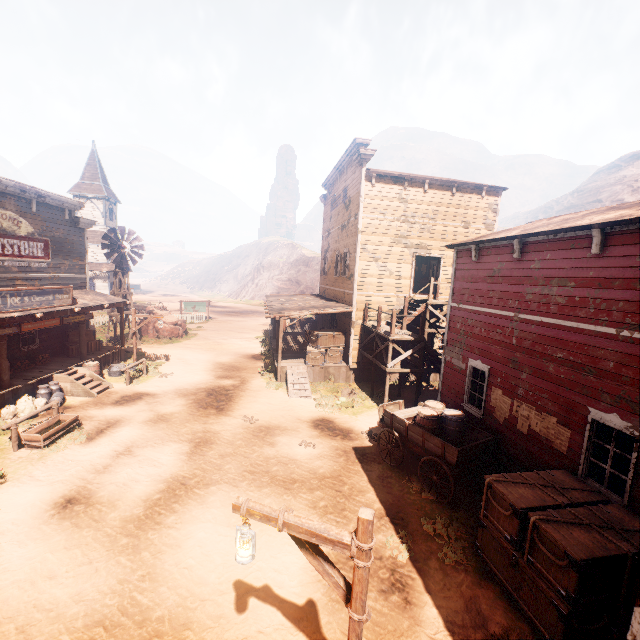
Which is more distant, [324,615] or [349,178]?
[349,178]

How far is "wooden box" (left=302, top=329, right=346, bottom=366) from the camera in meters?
17.2

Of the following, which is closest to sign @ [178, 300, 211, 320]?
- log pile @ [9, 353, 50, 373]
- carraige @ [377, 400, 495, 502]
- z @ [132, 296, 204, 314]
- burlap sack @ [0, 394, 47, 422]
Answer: z @ [132, 296, 204, 314]

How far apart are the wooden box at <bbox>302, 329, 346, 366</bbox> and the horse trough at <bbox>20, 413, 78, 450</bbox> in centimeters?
974cm

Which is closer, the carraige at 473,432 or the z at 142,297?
the carraige at 473,432

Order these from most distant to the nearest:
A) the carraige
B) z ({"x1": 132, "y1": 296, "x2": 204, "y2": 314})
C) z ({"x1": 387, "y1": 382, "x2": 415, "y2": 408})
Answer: z ({"x1": 132, "y1": 296, "x2": 204, "y2": 314}) → z ({"x1": 387, "y1": 382, "x2": 415, "y2": 408}) → the carraige

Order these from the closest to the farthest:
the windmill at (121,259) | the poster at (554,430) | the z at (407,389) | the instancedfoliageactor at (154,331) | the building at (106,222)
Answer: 1. the poster at (554,430)
2. the building at (106,222)
3. the z at (407,389)
4. the windmill at (121,259)
5. the instancedfoliageactor at (154,331)

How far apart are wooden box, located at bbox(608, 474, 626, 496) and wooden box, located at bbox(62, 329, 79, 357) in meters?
20.6 m
